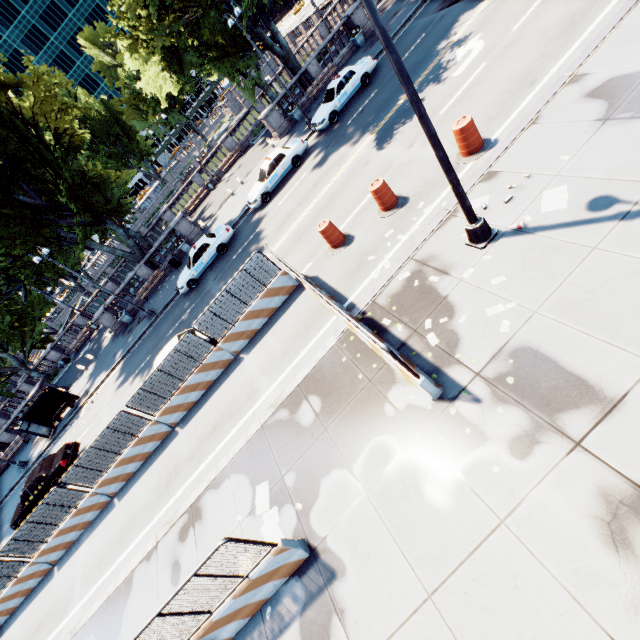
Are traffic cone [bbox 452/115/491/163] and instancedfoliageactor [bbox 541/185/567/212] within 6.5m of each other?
yes

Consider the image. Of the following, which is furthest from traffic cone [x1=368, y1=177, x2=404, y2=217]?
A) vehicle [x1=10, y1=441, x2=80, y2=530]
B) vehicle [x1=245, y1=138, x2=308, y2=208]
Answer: vehicle [x1=10, y1=441, x2=80, y2=530]

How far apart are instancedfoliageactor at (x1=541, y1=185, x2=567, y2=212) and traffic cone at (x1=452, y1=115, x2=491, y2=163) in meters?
3.0

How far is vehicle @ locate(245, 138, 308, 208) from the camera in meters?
19.8

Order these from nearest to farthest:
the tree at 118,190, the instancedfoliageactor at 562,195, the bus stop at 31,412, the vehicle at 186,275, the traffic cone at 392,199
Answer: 1. the instancedfoliageactor at 562,195
2. the traffic cone at 392,199
3. the tree at 118,190
4. the vehicle at 186,275
5. the bus stop at 31,412

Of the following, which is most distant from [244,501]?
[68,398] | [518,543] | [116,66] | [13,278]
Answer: [116,66]

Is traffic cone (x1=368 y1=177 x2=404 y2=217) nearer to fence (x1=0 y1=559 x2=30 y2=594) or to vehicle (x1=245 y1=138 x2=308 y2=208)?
fence (x1=0 y1=559 x2=30 y2=594)

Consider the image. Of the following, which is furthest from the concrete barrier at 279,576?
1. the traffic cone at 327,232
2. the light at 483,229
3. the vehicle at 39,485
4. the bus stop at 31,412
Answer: the bus stop at 31,412
